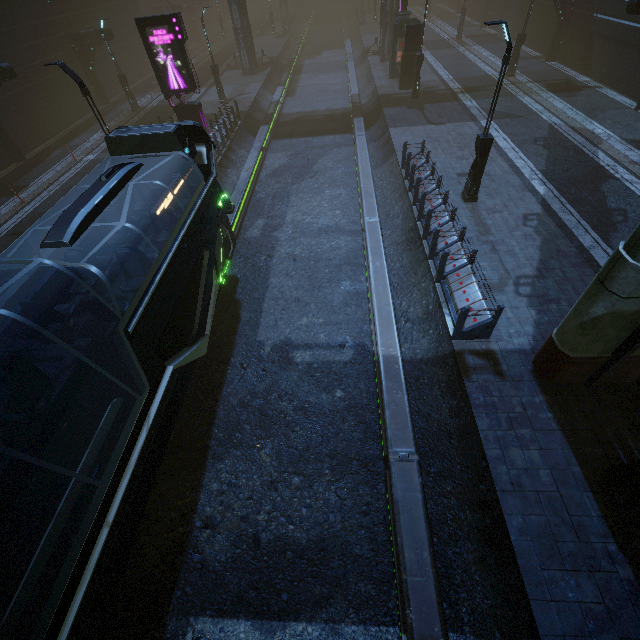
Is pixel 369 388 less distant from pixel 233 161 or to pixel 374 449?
pixel 374 449

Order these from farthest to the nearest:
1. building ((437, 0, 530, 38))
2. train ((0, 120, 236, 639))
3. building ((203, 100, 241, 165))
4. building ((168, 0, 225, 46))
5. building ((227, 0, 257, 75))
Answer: building ((168, 0, 225, 46)) → building ((437, 0, 530, 38)) → building ((227, 0, 257, 75)) → building ((203, 100, 241, 165)) → train ((0, 120, 236, 639))

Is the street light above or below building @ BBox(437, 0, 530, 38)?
below

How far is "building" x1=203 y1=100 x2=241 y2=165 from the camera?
18.8 meters

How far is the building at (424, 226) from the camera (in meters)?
8.66

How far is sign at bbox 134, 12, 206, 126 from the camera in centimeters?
1617cm

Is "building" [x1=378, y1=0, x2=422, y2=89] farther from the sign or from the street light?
the street light
